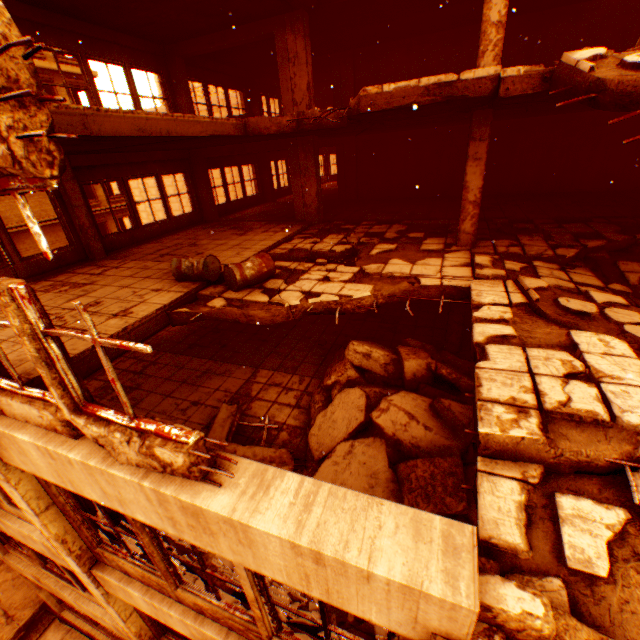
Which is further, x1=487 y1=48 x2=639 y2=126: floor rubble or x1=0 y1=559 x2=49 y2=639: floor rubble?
x1=0 y1=559 x2=49 y2=639: floor rubble

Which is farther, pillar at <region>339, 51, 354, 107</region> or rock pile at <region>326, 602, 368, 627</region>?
pillar at <region>339, 51, 354, 107</region>

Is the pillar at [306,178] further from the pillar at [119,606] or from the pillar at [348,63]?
the pillar at [119,606]

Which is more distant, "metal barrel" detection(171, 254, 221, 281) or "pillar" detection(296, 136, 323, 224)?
"pillar" detection(296, 136, 323, 224)

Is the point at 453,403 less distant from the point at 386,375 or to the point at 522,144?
the point at 386,375

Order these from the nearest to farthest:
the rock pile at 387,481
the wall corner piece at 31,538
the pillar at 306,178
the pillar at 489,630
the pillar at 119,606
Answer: the pillar at 489,630 → the pillar at 119,606 → the rock pile at 387,481 → the wall corner piece at 31,538 → the pillar at 306,178

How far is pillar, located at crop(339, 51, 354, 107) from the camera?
13.0 meters

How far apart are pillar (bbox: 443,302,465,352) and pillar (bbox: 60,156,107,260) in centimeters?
958cm
